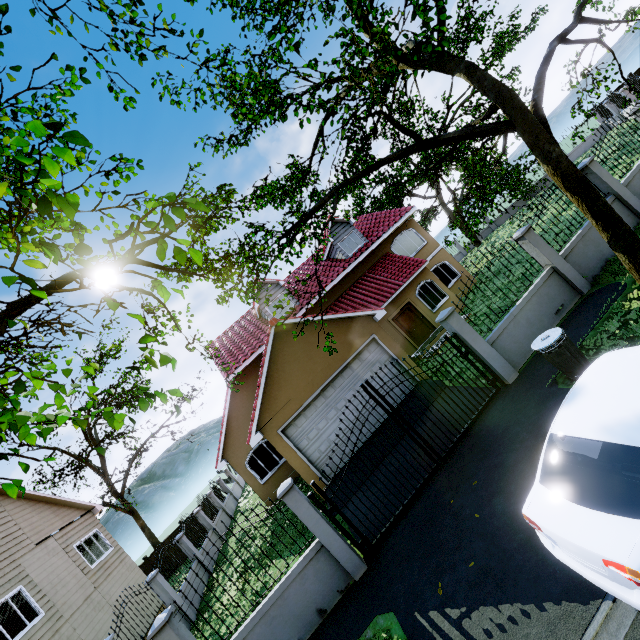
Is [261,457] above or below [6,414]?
below

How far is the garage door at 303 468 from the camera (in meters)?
11.40

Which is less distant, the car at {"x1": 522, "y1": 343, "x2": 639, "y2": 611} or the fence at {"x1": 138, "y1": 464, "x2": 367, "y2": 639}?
the car at {"x1": 522, "y1": 343, "x2": 639, "y2": 611}

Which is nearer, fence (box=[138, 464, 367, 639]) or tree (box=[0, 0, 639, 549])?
tree (box=[0, 0, 639, 549])

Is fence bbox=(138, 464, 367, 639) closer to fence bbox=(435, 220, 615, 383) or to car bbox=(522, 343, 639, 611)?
car bbox=(522, 343, 639, 611)

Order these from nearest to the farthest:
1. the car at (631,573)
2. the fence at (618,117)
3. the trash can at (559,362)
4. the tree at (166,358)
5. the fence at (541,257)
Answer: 1. the tree at (166,358)
2. the car at (631,573)
3. the trash can at (559,362)
4. the fence at (541,257)
5. the fence at (618,117)

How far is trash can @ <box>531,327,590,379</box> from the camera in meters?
6.3 m

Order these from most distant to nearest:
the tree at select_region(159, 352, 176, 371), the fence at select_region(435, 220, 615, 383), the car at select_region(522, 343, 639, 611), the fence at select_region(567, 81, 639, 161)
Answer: the fence at select_region(567, 81, 639, 161)
the fence at select_region(435, 220, 615, 383)
the car at select_region(522, 343, 639, 611)
the tree at select_region(159, 352, 176, 371)
